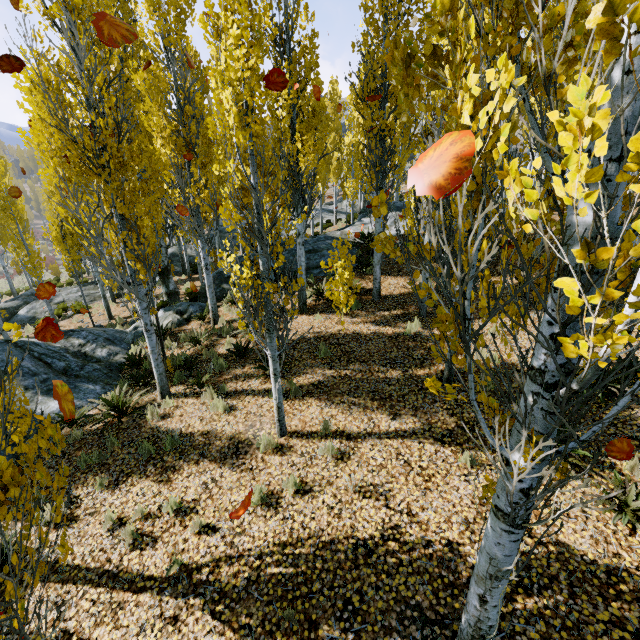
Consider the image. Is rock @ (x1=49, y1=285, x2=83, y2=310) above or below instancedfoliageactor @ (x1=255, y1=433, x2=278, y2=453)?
below

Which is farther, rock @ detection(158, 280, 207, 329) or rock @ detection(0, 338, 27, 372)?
rock @ detection(158, 280, 207, 329)

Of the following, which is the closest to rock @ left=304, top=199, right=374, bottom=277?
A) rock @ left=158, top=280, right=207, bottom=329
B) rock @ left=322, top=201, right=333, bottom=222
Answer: rock @ left=158, top=280, right=207, bottom=329

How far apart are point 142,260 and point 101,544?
5.0 meters

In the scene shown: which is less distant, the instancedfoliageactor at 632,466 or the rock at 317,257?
the instancedfoliageactor at 632,466

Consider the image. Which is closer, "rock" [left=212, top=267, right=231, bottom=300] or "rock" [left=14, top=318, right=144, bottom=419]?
"rock" [left=14, top=318, right=144, bottom=419]

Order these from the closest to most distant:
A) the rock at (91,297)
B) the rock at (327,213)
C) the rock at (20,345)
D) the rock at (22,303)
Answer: the rock at (20,345)
the rock at (22,303)
the rock at (91,297)
the rock at (327,213)
